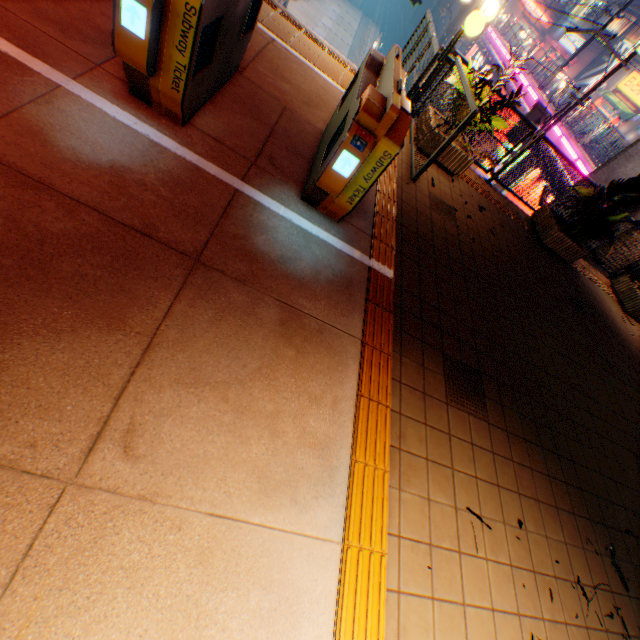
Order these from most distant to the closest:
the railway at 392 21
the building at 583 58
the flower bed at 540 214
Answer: the railway at 392 21
the building at 583 58
the flower bed at 540 214

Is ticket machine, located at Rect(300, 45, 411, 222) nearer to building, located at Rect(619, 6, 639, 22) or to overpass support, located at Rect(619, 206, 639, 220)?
overpass support, located at Rect(619, 206, 639, 220)

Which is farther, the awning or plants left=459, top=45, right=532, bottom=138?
the awning

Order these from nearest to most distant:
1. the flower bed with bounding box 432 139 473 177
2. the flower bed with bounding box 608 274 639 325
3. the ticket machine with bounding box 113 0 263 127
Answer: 1. the ticket machine with bounding box 113 0 263 127
2. the flower bed with bounding box 432 139 473 177
3. the flower bed with bounding box 608 274 639 325

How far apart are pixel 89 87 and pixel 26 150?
1.0 meters

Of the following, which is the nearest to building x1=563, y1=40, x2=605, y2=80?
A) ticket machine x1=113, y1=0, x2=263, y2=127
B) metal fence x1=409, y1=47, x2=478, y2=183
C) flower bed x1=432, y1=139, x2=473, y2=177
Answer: metal fence x1=409, y1=47, x2=478, y2=183

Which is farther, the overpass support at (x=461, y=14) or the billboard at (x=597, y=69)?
the billboard at (x=597, y=69)

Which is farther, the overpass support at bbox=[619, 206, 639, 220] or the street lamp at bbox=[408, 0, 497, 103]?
the overpass support at bbox=[619, 206, 639, 220]
